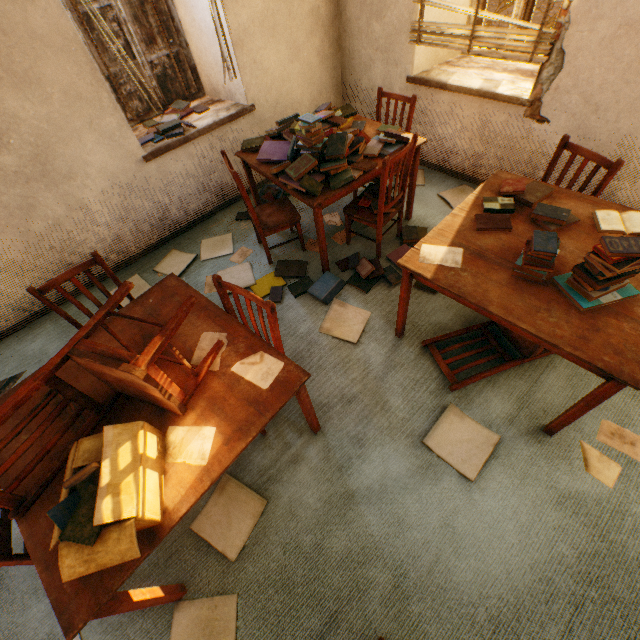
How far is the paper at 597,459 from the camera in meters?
1.8 m

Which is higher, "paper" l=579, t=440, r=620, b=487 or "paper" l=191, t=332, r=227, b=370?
"paper" l=191, t=332, r=227, b=370

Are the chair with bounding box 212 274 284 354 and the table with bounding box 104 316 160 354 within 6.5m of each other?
yes

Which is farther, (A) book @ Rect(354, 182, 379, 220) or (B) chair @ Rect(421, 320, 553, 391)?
(A) book @ Rect(354, 182, 379, 220)

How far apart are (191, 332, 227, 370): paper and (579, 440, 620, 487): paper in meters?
1.8

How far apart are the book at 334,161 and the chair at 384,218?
0.2m

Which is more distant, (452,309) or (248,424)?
(452,309)

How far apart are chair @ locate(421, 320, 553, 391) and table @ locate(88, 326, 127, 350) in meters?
0.9 m
